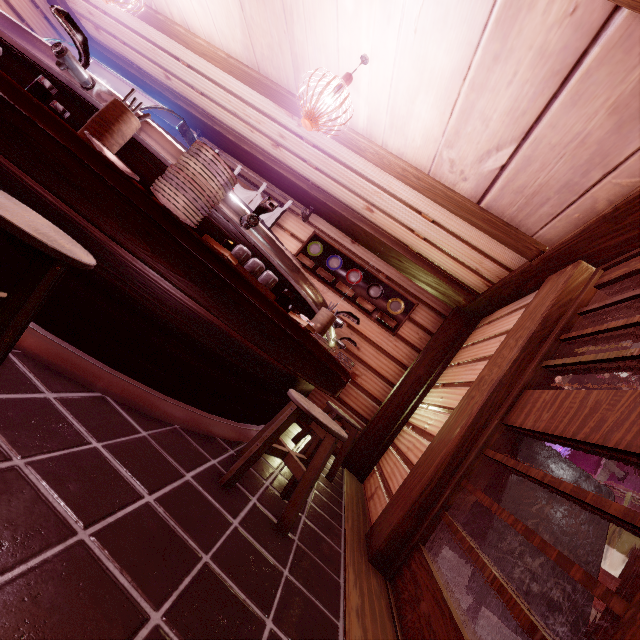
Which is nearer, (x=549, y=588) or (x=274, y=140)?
(x=549, y=588)

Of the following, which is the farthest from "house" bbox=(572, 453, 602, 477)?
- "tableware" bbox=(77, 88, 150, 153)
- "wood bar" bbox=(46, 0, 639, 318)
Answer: "tableware" bbox=(77, 88, 150, 153)

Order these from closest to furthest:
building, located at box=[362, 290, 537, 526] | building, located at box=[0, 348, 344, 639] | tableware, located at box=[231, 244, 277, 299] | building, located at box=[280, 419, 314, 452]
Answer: building, located at box=[0, 348, 344, 639]
tableware, located at box=[231, 244, 277, 299]
building, located at box=[362, 290, 537, 526]
building, located at box=[280, 419, 314, 452]

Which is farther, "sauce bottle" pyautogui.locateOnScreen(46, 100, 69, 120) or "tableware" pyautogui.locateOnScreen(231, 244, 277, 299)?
"tableware" pyautogui.locateOnScreen(231, 244, 277, 299)

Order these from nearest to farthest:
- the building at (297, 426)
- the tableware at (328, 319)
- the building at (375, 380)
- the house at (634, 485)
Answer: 1. the tableware at (328, 319)
2. the building at (297, 426)
3. the building at (375, 380)
4. the house at (634, 485)

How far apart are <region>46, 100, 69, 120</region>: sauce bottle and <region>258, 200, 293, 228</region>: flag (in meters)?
5.91

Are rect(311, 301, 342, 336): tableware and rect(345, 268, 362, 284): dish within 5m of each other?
yes

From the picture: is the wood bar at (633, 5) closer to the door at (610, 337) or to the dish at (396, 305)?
Answer: the door at (610, 337)
